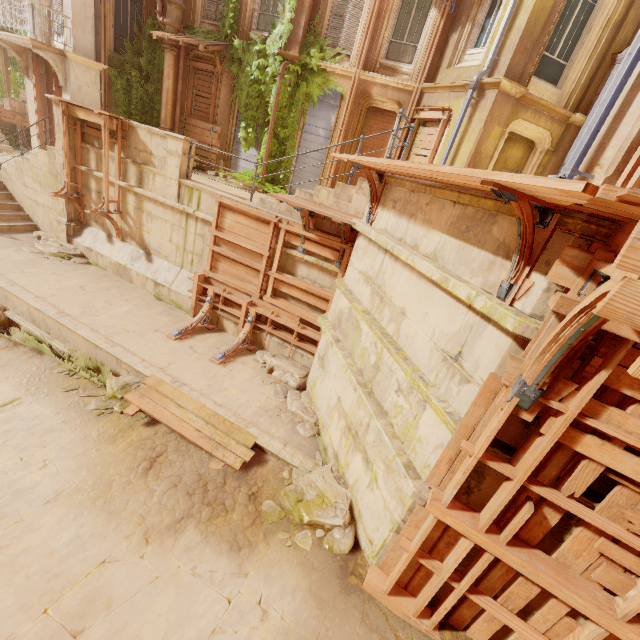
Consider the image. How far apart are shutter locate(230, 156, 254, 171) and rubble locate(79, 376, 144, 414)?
10.0 meters

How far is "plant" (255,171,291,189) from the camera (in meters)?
12.70

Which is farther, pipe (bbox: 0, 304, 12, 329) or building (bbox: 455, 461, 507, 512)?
pipe (bbox: 0, 304, 12, 329)

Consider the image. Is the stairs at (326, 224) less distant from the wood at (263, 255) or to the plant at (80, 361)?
the wood at (263, 255)

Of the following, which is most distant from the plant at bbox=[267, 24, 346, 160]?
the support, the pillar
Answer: the pillar

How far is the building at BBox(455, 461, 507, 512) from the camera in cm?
327

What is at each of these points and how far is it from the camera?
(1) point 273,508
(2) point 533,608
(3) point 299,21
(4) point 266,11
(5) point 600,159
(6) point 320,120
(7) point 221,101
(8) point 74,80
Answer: (1) rubble, 5.1m
(2) building, 3.4m
(3) column, 11.0m
(4) window, 12.0m
(5) column, 4.2m
(6) shutter, 12.3m
(7) column, 13.1m
(8) column, 12.2m

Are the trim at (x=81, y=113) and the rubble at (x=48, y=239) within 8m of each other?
yes
